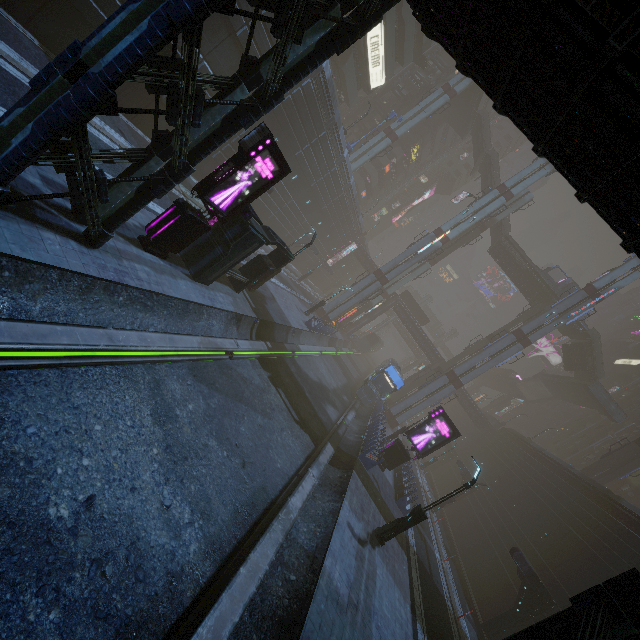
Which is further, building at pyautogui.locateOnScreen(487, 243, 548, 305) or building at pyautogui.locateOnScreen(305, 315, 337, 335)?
building at pyautogui.locateOnScreen(487, 243, 548, 305)

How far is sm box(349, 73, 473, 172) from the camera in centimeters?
4178cm

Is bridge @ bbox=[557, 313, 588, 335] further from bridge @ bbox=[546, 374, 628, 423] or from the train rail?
the train rail

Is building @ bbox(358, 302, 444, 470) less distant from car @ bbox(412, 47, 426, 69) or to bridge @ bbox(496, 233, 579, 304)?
bridge @ bbox(496, 233, 579, 304)

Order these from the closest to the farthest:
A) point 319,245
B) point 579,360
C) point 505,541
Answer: point 505,541 < point 579,360 < point 319,245

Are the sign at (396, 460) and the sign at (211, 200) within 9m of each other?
no

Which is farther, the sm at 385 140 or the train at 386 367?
the sm at 385 140

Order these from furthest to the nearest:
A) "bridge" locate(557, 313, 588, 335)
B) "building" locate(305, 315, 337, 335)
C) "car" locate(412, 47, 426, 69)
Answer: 1. "car" locate(412, 47, 426, 69)
2. "bridge" locate(557, 313, 588, 335)
3. "building" locate(305, 315, 337, 335)
